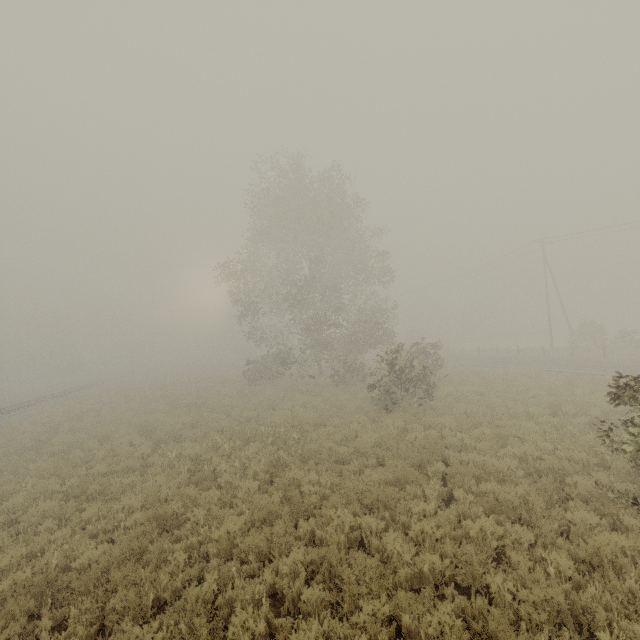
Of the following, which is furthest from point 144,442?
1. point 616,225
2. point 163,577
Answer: point 616,225
